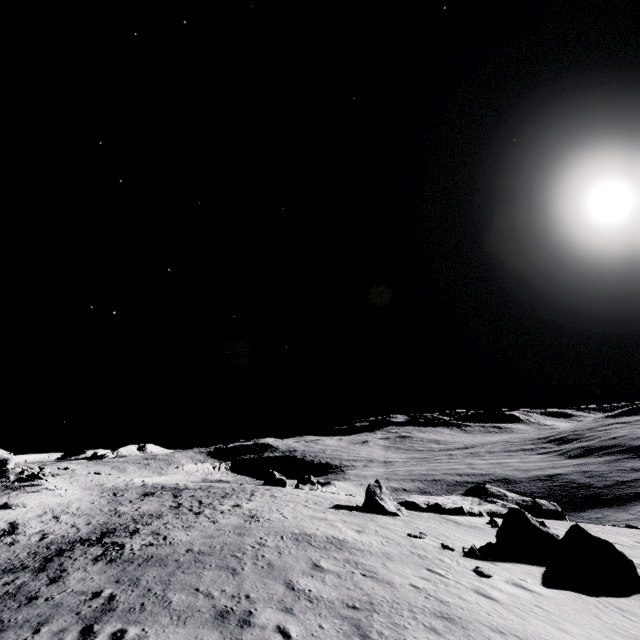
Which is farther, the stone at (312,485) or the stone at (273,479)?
the stone at (312,485)

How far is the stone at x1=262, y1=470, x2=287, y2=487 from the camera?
44.0 meters

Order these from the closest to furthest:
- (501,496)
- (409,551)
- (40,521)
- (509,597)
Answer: (509,597)
(409,551)
(40,521)
(501,496)

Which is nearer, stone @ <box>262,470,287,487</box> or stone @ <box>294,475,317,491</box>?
stone @ <box>262,470,287,487</box>

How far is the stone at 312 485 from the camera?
47.82m

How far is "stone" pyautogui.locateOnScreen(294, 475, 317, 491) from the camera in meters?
47.8 m

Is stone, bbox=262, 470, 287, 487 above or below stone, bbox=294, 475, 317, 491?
above
